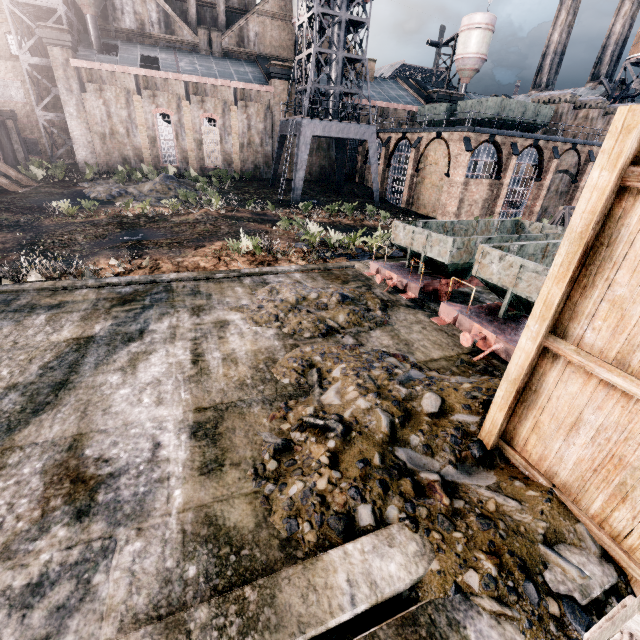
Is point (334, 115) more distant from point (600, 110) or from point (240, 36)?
point (600, 110)

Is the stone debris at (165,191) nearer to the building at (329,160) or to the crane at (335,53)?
the building at (329,160)

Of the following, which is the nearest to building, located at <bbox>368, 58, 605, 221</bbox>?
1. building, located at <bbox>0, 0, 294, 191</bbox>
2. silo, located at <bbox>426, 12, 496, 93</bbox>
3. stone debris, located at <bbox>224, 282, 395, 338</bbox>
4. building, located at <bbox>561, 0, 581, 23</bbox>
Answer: building, located at <bbox>0, 0, 294, 191</bbox>

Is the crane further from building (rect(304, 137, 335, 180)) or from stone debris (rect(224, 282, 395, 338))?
stone debris (rect(224, 282, 395, 338))

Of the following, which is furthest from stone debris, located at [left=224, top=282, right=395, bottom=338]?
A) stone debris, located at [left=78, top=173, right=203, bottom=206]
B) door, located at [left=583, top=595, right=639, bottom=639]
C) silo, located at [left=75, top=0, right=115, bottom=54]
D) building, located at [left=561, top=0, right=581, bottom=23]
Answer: building, located at [left=561, top=0, right=581, bottom=23]

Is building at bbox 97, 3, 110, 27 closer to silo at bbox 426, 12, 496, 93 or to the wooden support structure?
silo at bbox 426, 12, 496, 93

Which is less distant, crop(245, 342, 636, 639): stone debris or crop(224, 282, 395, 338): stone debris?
crop(245, 342, 636, 639): stone debris

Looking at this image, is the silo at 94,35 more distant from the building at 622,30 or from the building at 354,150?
the building at 622,30
